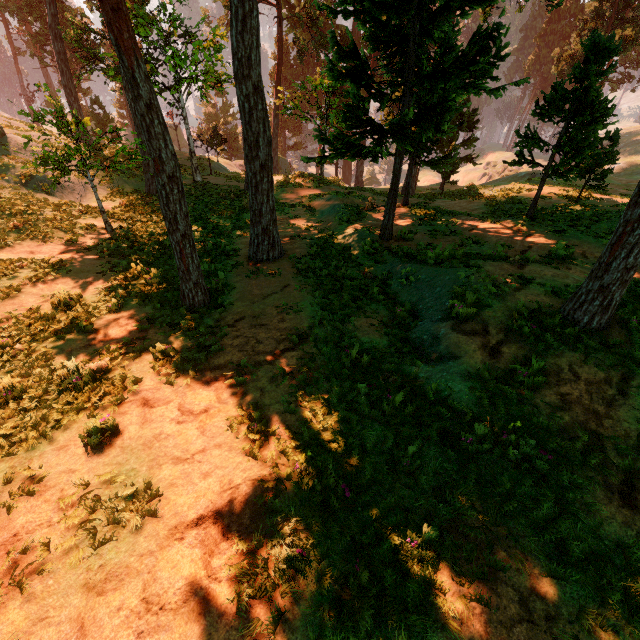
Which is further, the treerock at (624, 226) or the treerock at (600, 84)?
the treerock at (600, 84)

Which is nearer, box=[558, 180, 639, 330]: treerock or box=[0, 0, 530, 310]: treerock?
box=[558, 180, 639, 330]: treerock

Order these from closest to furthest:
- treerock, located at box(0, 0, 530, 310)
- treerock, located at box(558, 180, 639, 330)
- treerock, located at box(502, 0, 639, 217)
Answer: treerock, located at box(558, 180, 639, 330) → treerock, located at box(0, 0, 530, 310) → treerock, located at box(502, 0, 639, 217)

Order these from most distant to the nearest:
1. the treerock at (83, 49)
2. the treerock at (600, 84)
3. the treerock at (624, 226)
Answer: the treerock at (600, 84), the treerock at (83, 49), the treerock at (624, 226)

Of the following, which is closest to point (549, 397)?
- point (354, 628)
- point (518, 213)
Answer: point (354, 628)

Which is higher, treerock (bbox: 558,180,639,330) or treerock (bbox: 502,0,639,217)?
treerock (bbox: 502,0,639,217)
